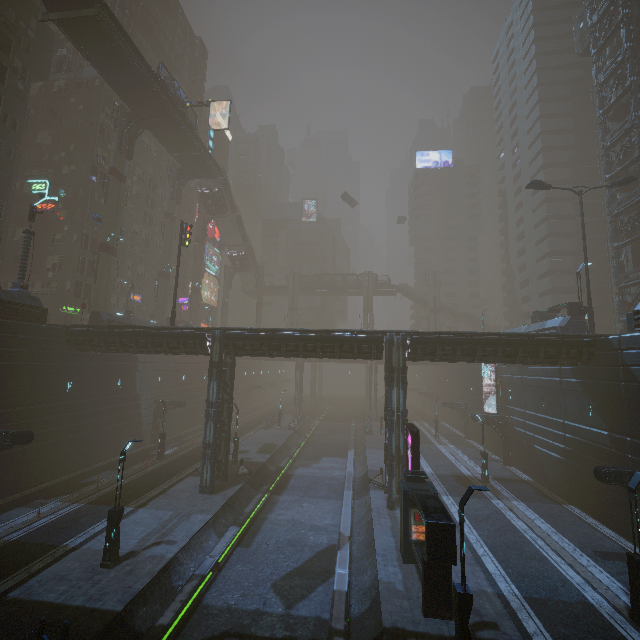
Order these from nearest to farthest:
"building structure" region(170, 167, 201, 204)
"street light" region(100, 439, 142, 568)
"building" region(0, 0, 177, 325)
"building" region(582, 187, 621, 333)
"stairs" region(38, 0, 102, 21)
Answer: "street light" region(100, 439, 142, 568)
"stairs" region(38, 0, 102, 21)
"building" region(0, 0, 177, 325)
"building" region(582, 187, 621, 333)
"building structure" region(170, 167, 201, 204)

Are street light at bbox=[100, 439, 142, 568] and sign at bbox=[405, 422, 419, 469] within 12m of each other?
no

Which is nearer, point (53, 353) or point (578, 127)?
point (53, 353)

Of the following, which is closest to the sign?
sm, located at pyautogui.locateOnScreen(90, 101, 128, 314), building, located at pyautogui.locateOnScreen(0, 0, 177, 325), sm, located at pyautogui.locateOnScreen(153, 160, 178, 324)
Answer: building, located at pyautogui.locateOnScreen(0, 0, 177, 325)

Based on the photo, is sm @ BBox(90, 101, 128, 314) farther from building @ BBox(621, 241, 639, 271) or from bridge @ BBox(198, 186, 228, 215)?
bridge @ BBox(198, 186, 228, 215)

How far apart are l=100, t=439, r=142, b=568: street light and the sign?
14.18m

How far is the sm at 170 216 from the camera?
45.3m

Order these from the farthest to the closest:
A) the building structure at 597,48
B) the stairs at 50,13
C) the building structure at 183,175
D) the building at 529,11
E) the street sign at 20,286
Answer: the building structure at 183,175
the building at 529,11
the building structure at 597,48
the stairs at 50,13
the street sign at 20,286
